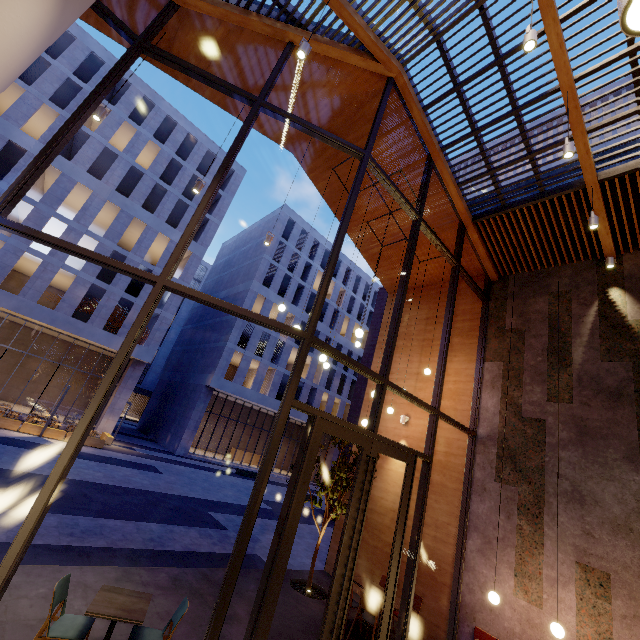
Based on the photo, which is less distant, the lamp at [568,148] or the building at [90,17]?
the lamp at [568,148]

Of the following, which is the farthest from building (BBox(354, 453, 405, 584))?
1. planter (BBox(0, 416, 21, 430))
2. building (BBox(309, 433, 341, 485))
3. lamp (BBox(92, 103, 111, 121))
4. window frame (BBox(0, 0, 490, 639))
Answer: building (BBox(309, 433, 341, 485))

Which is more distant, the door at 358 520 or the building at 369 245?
the building at 369 245

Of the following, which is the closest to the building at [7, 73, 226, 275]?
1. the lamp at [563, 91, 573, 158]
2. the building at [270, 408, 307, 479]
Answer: the building at [270, 408, 307, 479]

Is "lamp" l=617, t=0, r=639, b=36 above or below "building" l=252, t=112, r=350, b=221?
below

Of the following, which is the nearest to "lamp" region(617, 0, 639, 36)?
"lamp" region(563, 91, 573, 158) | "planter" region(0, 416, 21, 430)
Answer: "lamp" region(563, 91, 573, 158)

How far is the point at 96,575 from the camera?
5.8 meters

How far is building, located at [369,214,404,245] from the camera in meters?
10.5
